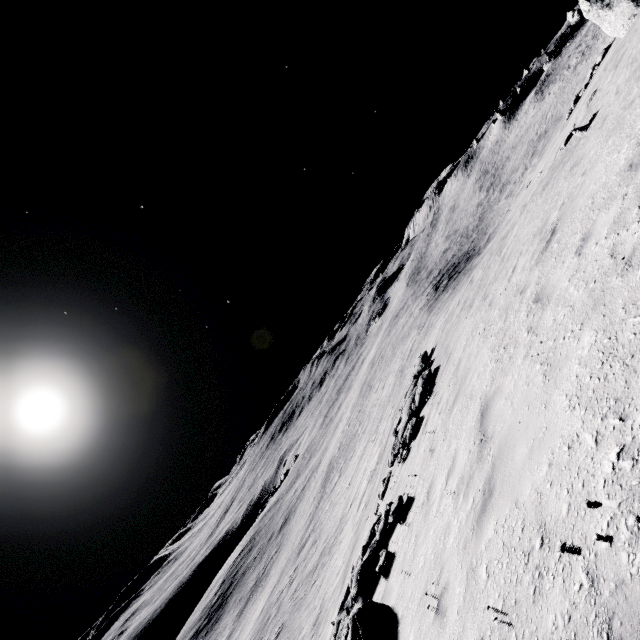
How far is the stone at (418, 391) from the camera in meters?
11.7 m

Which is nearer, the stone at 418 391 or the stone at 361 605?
the stone at 361 605

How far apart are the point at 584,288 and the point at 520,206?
23.4m

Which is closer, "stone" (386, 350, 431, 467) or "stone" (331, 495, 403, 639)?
"stone" (331, 495, 403, 639)

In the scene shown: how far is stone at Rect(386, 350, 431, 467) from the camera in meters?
11.7
